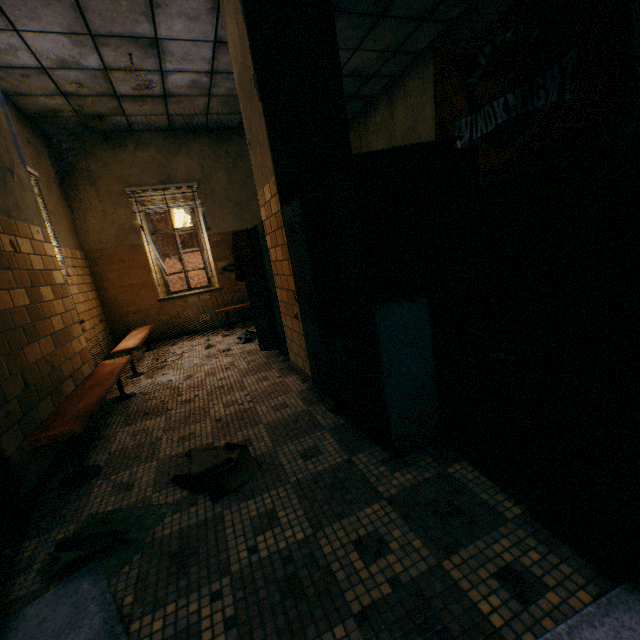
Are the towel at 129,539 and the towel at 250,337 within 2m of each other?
no

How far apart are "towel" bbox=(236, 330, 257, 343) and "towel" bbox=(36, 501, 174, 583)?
3.0m

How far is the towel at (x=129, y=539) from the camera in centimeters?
156cm

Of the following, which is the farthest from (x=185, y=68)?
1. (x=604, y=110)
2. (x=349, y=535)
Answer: (x=349, y=535)

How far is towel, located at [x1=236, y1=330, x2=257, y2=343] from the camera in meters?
5.4 m

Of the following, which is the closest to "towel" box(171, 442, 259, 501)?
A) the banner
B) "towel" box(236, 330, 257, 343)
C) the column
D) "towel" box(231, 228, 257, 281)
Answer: the column

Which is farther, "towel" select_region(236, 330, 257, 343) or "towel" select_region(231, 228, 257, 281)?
"towel" select_region(236, 330, 257, 343)

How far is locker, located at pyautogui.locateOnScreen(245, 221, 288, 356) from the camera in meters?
3.8 m
